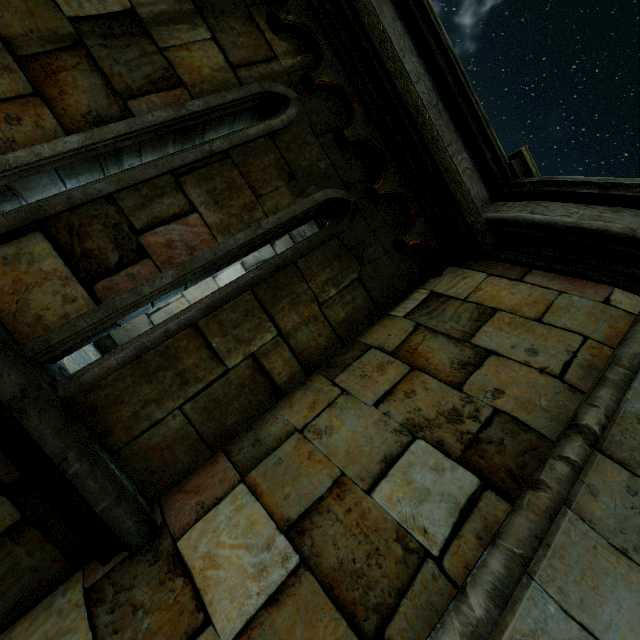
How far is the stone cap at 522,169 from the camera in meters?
3.5

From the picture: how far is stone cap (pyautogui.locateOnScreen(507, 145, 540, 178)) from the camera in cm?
345

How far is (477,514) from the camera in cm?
153
